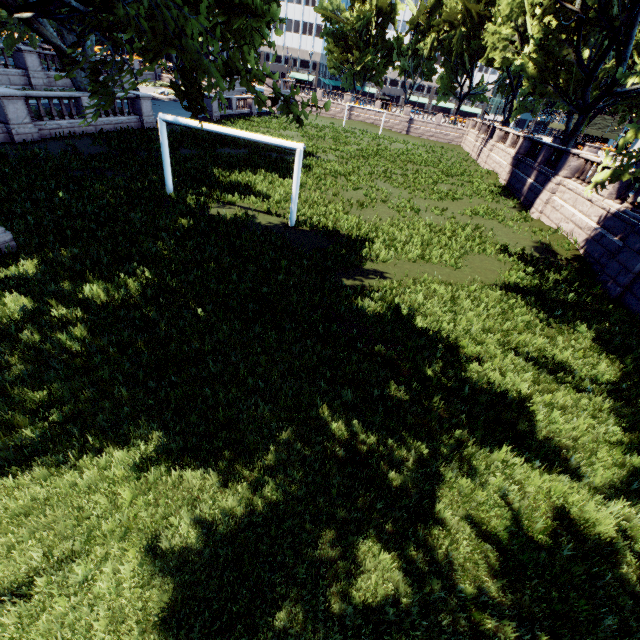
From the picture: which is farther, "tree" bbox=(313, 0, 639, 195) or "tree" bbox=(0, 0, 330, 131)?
"tree" bbox=(313, 0, 639, 195)

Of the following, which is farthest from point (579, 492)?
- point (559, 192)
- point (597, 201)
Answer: point (559, 192)

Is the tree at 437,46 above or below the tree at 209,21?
above

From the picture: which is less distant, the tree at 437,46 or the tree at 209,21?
the tree at 209,21

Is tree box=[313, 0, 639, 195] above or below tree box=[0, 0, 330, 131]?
above
